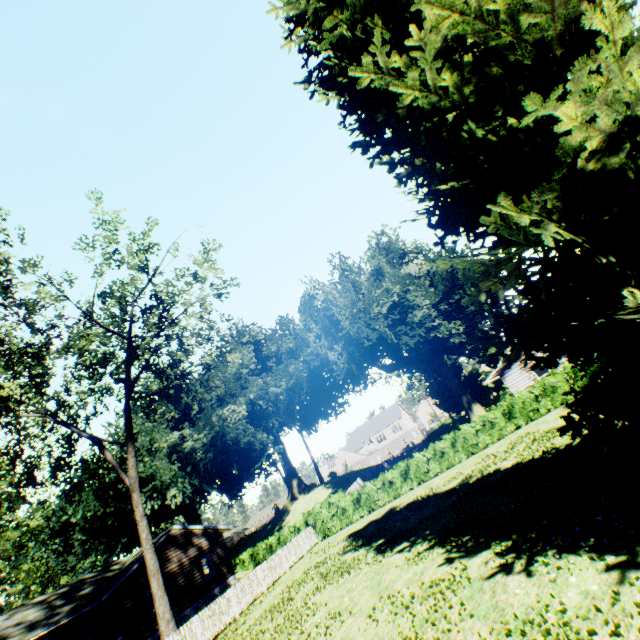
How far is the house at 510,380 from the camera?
24.70m

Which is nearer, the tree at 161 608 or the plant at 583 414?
the plant at 583 414

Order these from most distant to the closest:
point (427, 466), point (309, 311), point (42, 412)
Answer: point (309, 311)
point (427, 466)
point (42, 412)

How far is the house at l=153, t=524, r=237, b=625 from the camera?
24.0 meters

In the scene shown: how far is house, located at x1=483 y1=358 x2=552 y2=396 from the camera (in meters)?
24.70

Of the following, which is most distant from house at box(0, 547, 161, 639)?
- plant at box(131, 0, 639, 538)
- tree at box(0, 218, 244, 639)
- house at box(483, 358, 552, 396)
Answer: house at box(483, 358, 552, 396)

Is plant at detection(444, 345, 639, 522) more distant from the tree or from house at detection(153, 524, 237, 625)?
the tree

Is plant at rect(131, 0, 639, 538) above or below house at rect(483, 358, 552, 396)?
above
